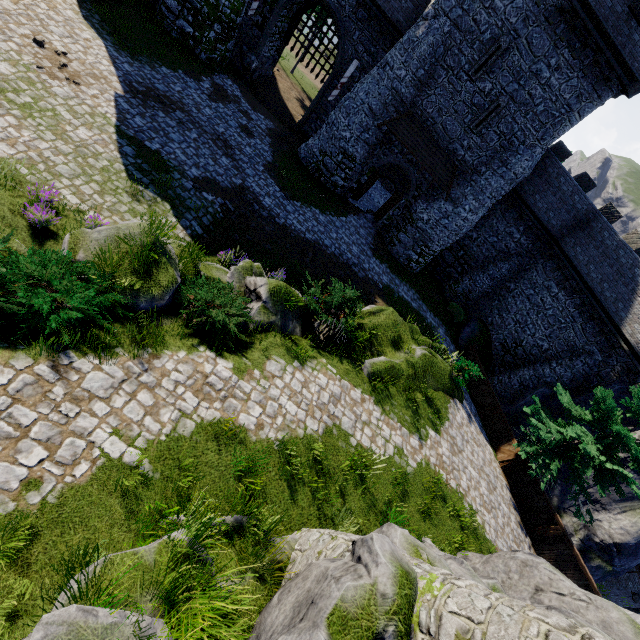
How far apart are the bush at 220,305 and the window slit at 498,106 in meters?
17.8

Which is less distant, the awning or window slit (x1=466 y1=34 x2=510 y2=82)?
window slit (x1=466 y1=34 x2=510 y2=82)

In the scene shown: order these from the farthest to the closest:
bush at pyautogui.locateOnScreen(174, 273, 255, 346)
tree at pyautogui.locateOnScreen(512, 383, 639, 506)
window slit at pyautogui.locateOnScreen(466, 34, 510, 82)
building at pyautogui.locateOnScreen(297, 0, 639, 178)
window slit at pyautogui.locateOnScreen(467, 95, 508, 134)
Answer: window slit at pyautogui.locateOnScreen(467, 95, 508, 134) → window slit at pyautogui.locateOnScreen(466, 34, 510, 82) → building at pyautogui.locateOnScreen(297, 0, 639, 178) → tree at pyautogui.locateOnScreen(512, 383, 639, 506) → bush at pyautogui.locateOnScreen(174, 273, 255, 346)

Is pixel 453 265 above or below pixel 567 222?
below

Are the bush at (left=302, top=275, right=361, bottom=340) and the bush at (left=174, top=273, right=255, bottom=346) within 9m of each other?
yes

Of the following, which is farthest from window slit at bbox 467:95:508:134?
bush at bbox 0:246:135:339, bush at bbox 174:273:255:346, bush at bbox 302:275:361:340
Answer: bush at bbox 0:246:135:339

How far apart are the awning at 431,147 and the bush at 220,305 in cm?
1544

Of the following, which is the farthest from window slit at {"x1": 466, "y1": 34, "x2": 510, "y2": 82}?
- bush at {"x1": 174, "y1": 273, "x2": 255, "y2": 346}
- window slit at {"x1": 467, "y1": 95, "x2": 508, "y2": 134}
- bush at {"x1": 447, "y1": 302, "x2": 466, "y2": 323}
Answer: bush at {"x1": 174, "y1": 273, "x2": 255, "y2": 346}
